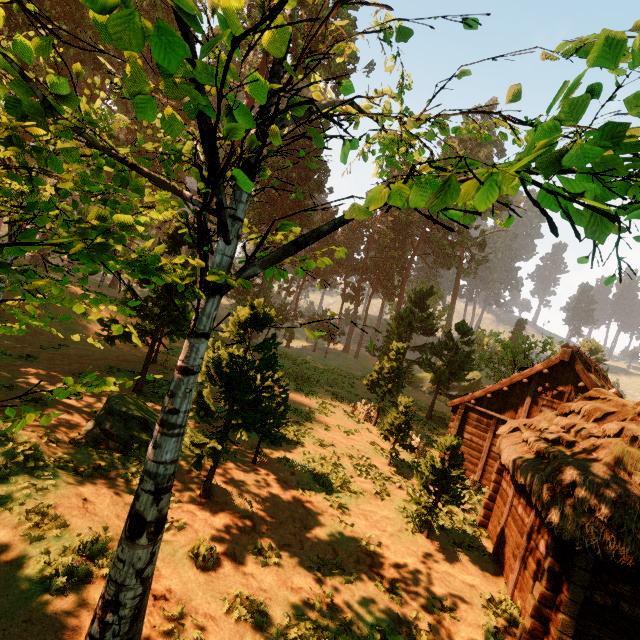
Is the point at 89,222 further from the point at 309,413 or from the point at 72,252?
the point at 309,413

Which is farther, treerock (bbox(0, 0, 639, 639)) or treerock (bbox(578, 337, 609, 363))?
treerock (bbox(578, 337, 609, 363))

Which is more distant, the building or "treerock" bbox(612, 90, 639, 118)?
the building

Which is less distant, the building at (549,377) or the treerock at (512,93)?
the treerock at (512,93)

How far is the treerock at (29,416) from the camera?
3.2 meters

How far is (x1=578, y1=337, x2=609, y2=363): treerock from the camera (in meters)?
41.31
